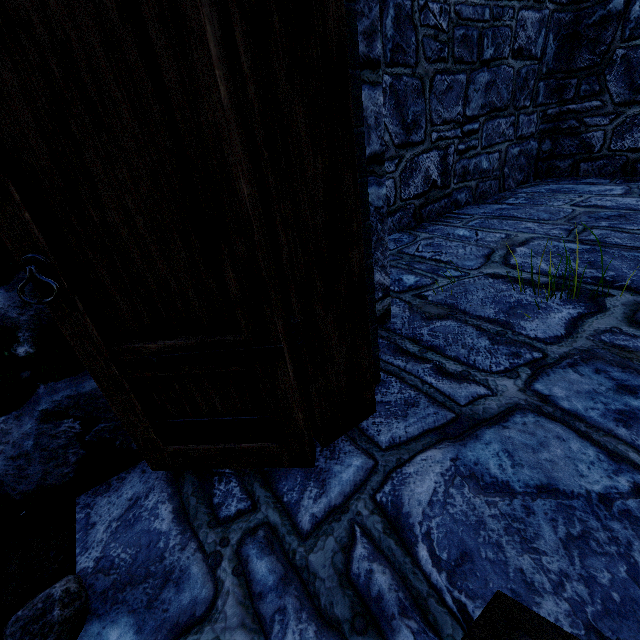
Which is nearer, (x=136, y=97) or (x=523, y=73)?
(x=136, y=97)
